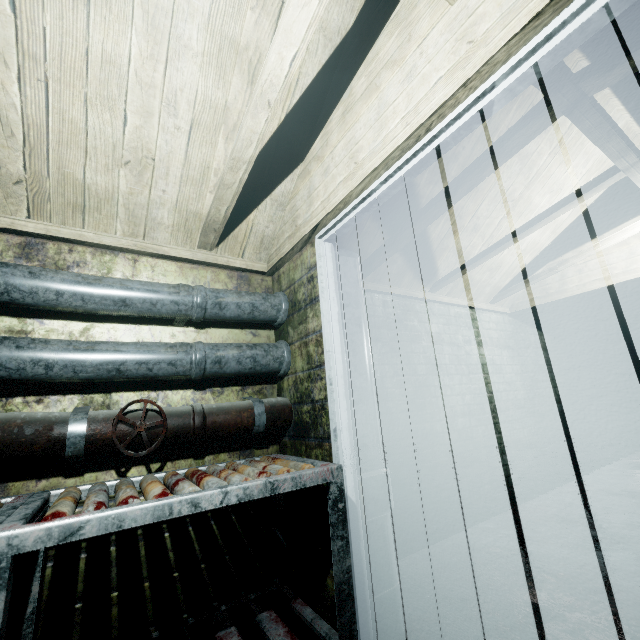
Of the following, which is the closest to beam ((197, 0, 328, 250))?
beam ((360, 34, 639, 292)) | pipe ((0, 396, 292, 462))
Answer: beam ((360, 34, 639, 292))

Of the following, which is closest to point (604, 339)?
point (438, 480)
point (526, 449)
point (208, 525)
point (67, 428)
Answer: point (526, 449)

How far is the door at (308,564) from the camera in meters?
1.5

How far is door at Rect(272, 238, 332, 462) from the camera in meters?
1.6

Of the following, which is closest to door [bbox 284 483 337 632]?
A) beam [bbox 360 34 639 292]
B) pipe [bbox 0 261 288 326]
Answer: pipe [bbox 0 261 288 326]

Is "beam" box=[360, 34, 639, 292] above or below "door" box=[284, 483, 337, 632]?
above
